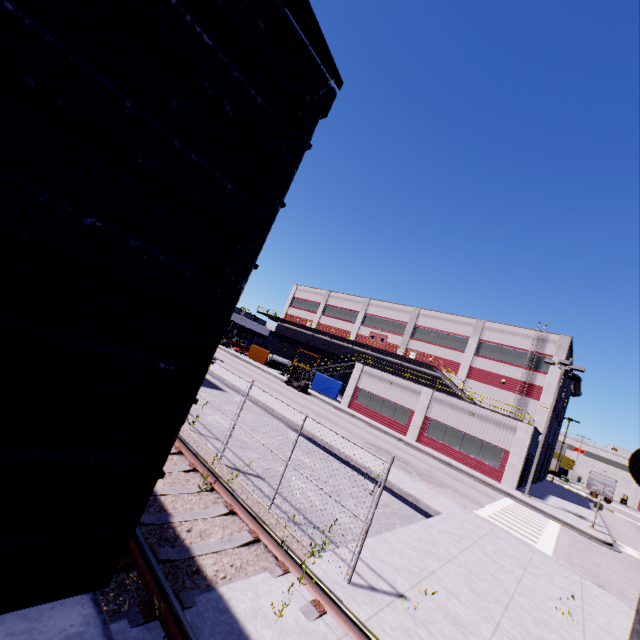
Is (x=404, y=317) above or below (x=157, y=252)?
above

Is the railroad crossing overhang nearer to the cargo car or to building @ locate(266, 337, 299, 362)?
the cargo car

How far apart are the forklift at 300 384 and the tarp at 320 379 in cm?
328

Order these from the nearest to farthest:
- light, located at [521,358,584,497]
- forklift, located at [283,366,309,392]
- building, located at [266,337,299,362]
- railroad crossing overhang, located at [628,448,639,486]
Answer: railroad crossing overhang, located at [628,448,639,486] < light, located at [521,358,584,497] < forklift, located at [283,366,309,392] < building, located at [266,337,299,362]

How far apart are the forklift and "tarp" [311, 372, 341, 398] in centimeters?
328cm

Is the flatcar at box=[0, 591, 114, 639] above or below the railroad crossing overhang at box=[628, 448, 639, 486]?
below

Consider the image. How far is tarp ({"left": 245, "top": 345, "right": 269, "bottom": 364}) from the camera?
44.2 meters

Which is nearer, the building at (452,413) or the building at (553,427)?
the building at (452,413)
